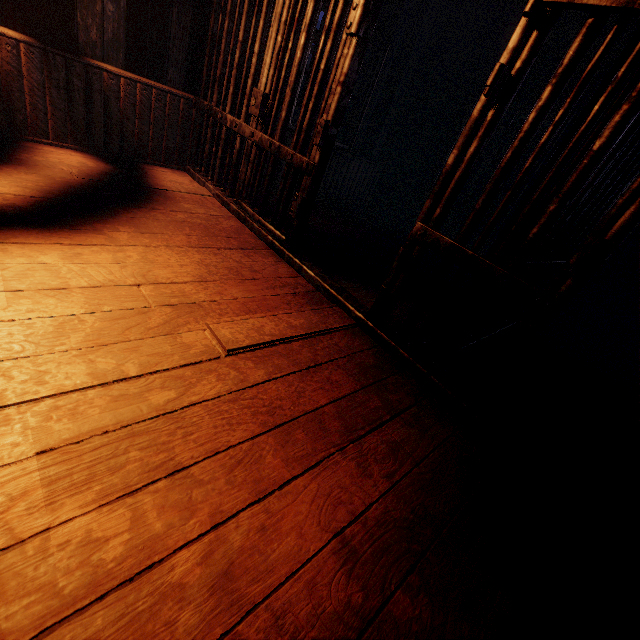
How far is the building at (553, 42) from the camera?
4.4 meters

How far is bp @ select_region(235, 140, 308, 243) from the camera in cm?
277

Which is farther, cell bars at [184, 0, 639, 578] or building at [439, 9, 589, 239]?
building at [439, 9, 589, 239]

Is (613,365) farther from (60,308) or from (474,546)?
(60,308)

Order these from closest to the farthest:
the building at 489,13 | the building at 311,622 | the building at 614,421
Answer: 1. the building at 311,622
2. the building at 614,421
3. the building at 489,13

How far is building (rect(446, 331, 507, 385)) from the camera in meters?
2.4
